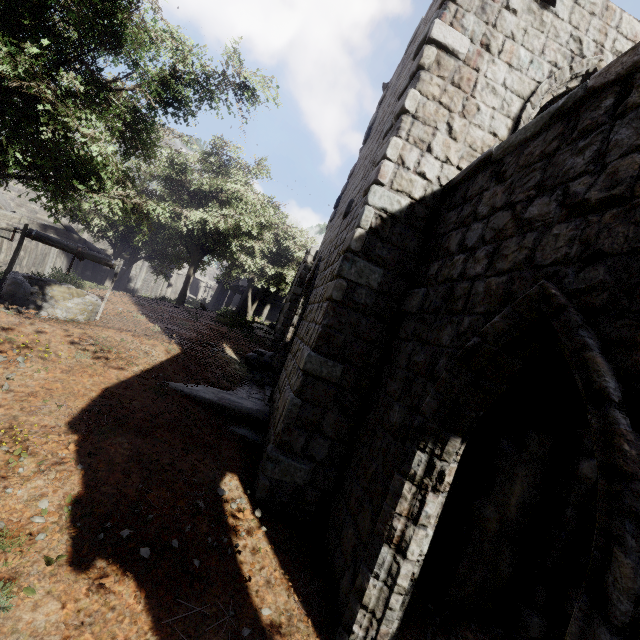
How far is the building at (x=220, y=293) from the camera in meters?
29.0 m

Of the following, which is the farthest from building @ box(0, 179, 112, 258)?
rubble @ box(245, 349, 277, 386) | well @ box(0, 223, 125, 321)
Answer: well @ box(0, 223, 125, 321)

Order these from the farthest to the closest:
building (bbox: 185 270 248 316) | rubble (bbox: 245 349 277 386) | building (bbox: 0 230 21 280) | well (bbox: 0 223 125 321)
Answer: building (bbox: 185 270 248 316) → building (bbox: 0 230 21 280) → rubble (bbox: 245 349 277 386) → well (bbox: 0 223 125 321)

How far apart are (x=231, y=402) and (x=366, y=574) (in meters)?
4.49

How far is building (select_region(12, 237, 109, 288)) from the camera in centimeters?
1266cm

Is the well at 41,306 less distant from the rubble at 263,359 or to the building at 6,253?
the building at 6,253
